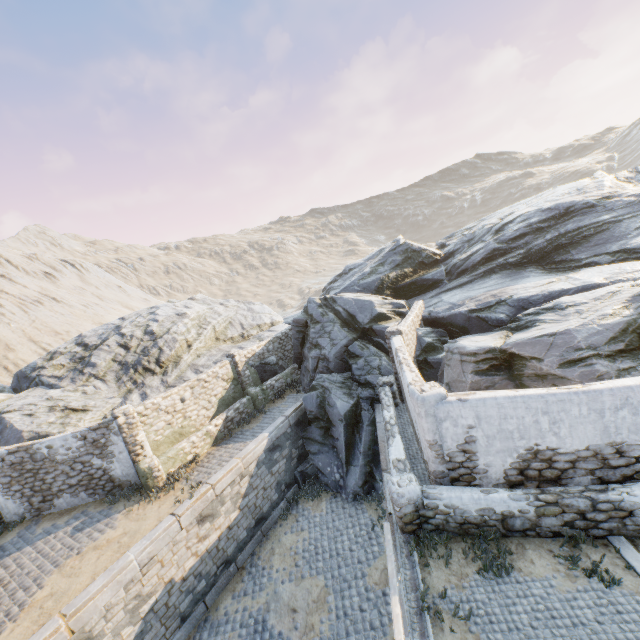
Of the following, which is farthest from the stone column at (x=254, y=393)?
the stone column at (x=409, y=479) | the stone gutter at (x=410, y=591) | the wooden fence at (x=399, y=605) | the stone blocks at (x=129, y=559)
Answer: the wooden fence at (x=399, y=605)

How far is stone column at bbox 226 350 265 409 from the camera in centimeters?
1677cm

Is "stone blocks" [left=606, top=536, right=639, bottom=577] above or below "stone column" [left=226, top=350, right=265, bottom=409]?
below

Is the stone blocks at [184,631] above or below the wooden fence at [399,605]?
below

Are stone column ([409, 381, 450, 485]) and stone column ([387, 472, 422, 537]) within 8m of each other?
yes

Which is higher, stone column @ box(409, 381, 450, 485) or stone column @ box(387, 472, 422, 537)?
stone column @ box(409, 381, 450, 485)

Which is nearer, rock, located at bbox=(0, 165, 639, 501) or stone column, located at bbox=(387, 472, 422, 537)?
stone column, located at bbox=(387, 472, 422, 537)

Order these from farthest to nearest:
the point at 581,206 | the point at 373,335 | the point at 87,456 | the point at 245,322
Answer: the point at 245,322
the point at 581,206
the point at 373,335
the point at 87,456
